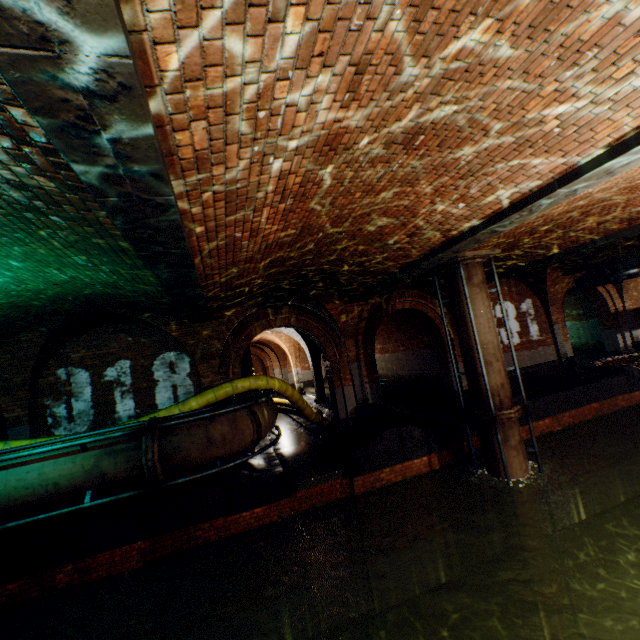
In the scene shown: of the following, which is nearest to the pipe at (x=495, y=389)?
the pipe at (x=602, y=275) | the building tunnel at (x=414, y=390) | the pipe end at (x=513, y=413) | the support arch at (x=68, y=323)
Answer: the pipe end at (x=513, y=413)

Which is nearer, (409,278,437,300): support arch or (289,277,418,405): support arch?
(289,277,418,405): support arch

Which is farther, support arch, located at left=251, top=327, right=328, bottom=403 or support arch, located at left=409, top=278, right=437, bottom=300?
support arch, located at left=251, top=327, right=328, bottom=403

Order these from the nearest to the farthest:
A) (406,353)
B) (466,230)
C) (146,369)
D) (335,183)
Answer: (335,183) → (466,230) → (146,369) → (406,353)

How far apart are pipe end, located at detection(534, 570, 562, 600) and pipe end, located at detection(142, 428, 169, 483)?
8.84m

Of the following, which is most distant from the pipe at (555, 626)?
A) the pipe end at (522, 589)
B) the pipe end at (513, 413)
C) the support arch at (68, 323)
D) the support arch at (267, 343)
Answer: the support arch at (267, 343)

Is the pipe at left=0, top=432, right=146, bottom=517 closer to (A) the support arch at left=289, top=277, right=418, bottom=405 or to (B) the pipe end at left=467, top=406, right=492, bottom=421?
(A) the support arch at left=289, top=277, right=418, bottom=405

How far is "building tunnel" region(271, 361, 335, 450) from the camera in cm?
1169
